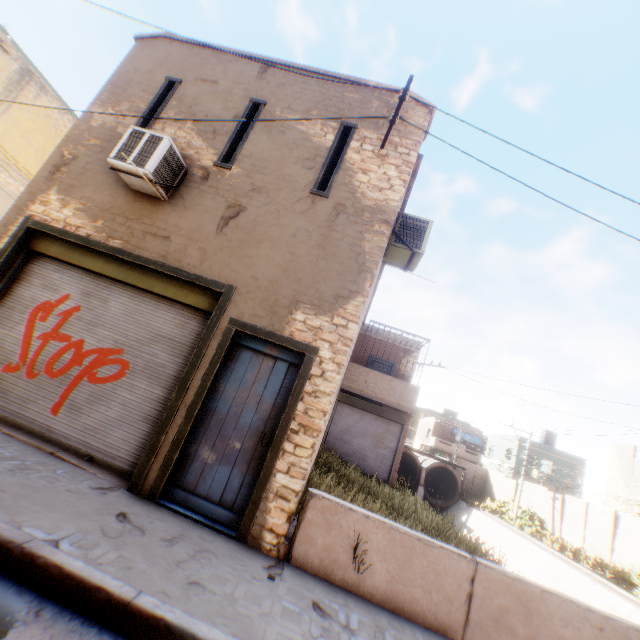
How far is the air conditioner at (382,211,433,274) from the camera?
6.3m

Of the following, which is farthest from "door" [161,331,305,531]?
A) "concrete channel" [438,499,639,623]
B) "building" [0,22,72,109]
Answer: "concrete channel" [438,499,639,623]

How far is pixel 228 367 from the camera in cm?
520

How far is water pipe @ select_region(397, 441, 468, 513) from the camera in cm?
3092

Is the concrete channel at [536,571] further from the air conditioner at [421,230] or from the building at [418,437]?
the air conditioner at [421,230]

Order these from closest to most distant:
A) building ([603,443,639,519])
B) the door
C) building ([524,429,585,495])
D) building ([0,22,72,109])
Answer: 1. the door
2. building ([0,22,72,109])
3. building ([603,443,639,519])
4. building ([524,429,585,495])

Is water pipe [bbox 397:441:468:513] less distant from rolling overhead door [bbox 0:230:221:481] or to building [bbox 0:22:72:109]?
building [bbox 0:22:72:109]

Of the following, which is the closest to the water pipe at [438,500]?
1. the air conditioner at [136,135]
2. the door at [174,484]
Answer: the air conditioner at [136,135]
